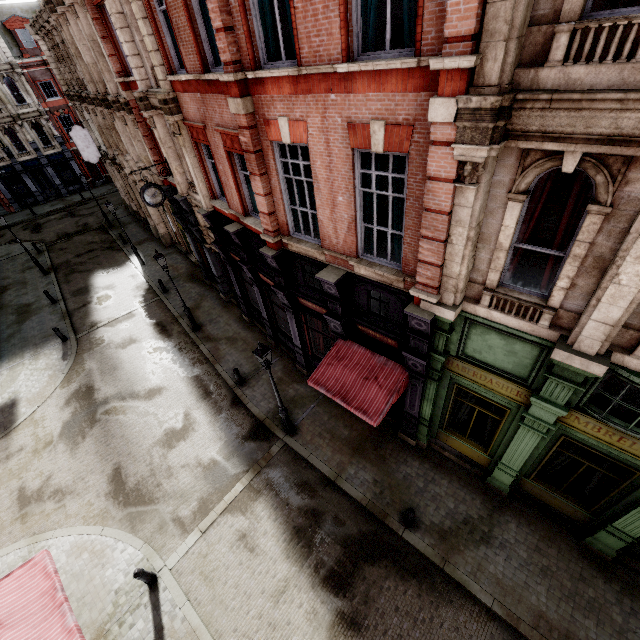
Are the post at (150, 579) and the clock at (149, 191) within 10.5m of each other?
→ no

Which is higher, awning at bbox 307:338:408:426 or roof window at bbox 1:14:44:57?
roof window at bbox 1:14:44:57

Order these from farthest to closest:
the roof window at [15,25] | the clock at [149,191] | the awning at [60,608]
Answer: the roof window at [15,25] < the clock at [149,191] < the awning at [60,608]

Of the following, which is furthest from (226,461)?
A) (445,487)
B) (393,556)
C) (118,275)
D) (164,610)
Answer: (118,275)

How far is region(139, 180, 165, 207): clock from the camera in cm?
1387

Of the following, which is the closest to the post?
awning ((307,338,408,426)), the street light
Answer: the street light

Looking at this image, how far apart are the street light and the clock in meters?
9.5

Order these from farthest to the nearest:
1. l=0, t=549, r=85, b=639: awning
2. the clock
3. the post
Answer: the clock → the post → l=0, t=549, r=85, b=639: awning
